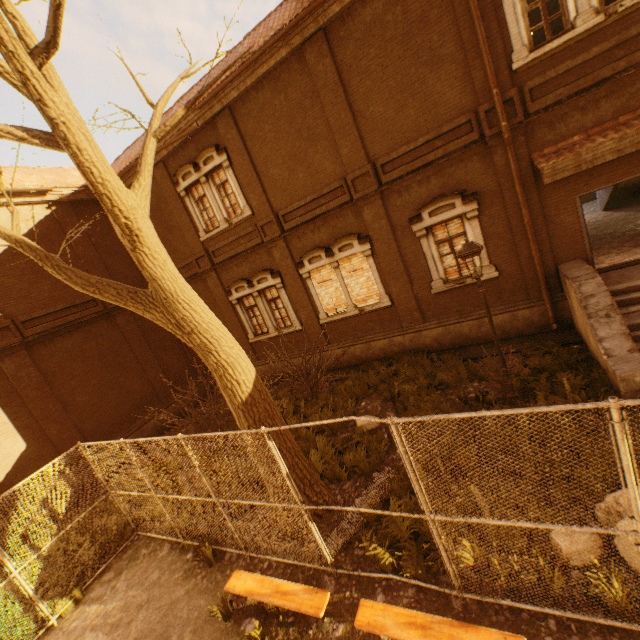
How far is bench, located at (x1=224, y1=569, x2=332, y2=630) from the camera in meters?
4.7 m

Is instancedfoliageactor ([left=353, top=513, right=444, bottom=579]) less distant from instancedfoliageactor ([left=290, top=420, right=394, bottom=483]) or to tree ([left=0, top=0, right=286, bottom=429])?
instancedfoliageactor ([left=290, top=420, right=394, bottom=483])

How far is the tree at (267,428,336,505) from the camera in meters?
6.4 m

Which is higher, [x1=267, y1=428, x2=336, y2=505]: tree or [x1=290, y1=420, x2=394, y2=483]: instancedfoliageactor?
[x1=267, y1=428, x2=336, y2=505]: tree

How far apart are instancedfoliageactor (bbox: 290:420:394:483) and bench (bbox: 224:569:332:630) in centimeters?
229cm

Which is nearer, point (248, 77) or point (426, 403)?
point (426, 403)

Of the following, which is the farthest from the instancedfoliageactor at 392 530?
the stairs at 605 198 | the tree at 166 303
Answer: the stairs at 605 198

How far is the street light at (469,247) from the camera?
6.41m
